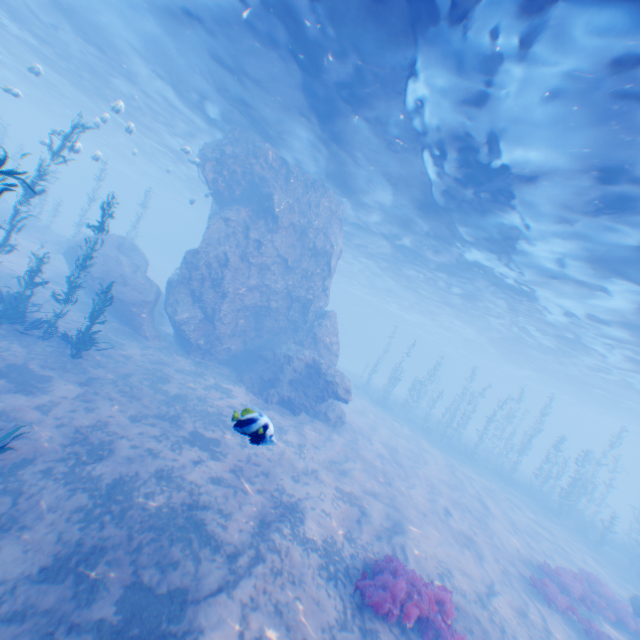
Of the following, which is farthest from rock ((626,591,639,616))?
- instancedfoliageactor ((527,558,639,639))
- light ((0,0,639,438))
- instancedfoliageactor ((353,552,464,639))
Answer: instancedfoliageactor ((527,558,639,639))

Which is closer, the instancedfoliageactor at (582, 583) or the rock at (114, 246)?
the instancedfoliageactor at (582, 583)

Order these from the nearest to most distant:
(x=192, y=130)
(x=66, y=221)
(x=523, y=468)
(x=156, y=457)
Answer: (x=156, y=457) → (x=192, y=130) → (x=523, y=468) → (x=66, y=221)

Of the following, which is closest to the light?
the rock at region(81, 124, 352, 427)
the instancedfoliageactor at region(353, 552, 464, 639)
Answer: the rock at region(81, 124, 352, 427)

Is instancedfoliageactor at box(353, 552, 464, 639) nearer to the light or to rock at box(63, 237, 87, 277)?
rock at box(63, 237, 87, 277)

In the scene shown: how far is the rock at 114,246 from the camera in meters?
16.9 m
